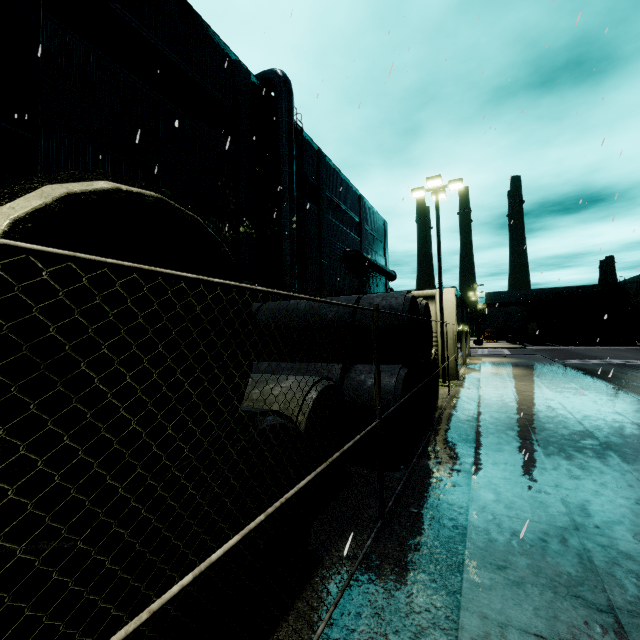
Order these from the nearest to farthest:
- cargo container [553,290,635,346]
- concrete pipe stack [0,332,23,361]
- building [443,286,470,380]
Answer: concrete pipe stack [0,332,23,361]
building [443,286,470,380]
cargo container [553,290,635,346]

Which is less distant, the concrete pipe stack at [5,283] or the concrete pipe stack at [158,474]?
the concrete pipe stack at [158,474]

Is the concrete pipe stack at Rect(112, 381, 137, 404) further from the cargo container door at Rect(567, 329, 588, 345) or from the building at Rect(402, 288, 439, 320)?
the cargo container door at Rect(567, 329, 588, 345)

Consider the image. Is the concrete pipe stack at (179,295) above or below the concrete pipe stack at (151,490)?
above

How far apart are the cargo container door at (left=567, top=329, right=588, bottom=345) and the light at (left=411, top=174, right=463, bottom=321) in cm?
4428

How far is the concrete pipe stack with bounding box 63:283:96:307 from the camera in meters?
3.7

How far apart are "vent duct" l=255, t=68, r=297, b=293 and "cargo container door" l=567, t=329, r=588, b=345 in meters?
50.1 m

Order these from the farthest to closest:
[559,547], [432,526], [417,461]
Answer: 1. [417,461]
2. [432,526]
3. [559,547]
